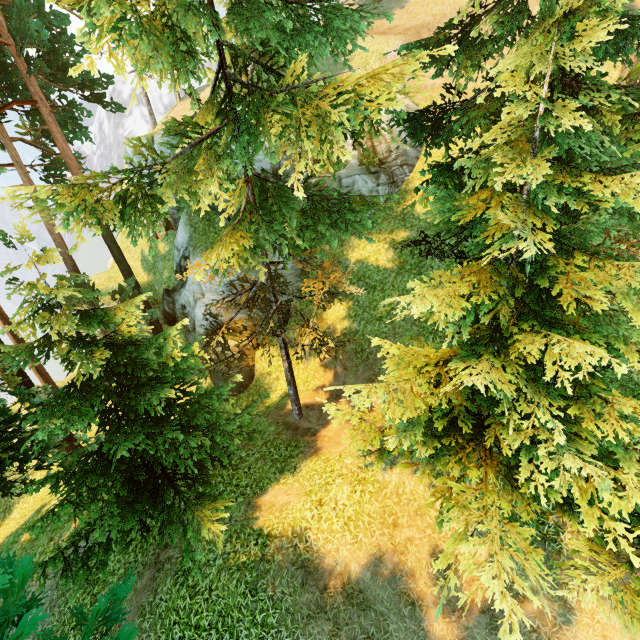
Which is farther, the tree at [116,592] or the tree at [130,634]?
the tree at [116,592]

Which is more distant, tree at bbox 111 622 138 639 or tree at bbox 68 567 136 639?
tree at bbox 68 567 136 639

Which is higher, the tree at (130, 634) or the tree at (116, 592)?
the tree at (130, 634)

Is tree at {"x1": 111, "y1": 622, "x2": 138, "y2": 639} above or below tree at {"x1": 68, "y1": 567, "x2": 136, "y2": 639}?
above

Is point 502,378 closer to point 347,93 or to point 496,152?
point 496,152
